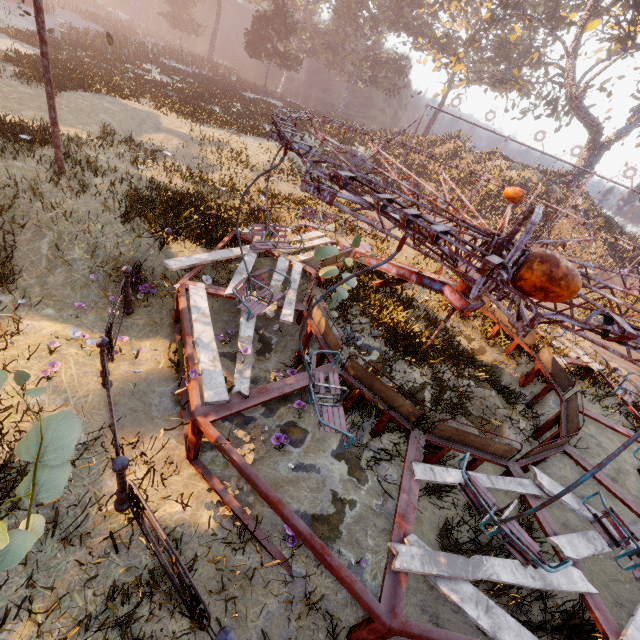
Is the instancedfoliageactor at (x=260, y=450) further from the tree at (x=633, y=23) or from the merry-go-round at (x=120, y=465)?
the tree at (x=633, y=23)

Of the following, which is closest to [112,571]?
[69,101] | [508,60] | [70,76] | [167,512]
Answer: [167,512]

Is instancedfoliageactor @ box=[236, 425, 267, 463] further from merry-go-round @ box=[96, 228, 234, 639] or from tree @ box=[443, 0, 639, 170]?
tree @ box=[443, 0, 639, 170]

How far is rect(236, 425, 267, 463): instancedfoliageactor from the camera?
5.3 meters

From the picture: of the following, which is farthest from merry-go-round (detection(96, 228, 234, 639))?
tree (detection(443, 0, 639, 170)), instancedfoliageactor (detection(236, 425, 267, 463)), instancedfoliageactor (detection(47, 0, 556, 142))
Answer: tree (detection(443, 0, 639, 170))

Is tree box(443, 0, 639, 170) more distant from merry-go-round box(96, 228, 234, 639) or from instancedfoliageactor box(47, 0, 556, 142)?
merry-go-round box(96, 228, 234, 639)

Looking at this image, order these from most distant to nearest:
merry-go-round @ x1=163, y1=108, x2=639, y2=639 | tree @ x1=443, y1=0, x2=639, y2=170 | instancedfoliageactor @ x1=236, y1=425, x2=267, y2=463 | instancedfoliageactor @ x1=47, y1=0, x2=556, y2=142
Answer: tree @ x1=443, y1=0, x2=639, y2=170
instancedfoliageactor @ x1=47, y1=0, x2=556, y2=142
instancedfoliageactor @ x1=236, y1=425, x2=267, y2=463
merry-go-round @ x1=163, y1=108, x2=639, y2=639

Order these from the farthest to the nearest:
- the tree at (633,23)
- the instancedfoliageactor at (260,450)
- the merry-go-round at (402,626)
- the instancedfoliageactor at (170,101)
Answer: the tree at (633,23) < the instancedfoliageactor at (170,101) < the instancedfoliageactor at (260,450) < the merry-go-round at (402,626)
